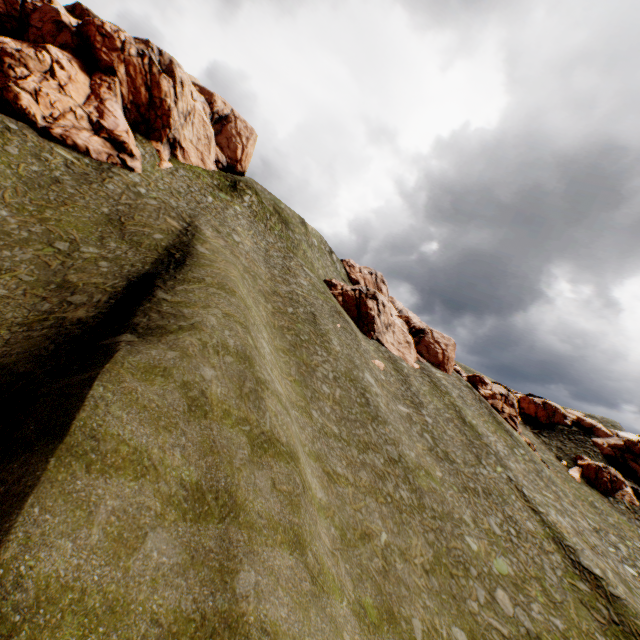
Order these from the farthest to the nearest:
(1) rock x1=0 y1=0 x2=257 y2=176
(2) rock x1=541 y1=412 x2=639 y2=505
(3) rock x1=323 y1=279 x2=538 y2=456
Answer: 1. (2) rock x1=541 y1=412 x2=639 y2=505
2. (3) rock x1=323 y1=279 x2=538 y2=456
3. (1) rock x1=0 y1=0 x2=257 y2=176

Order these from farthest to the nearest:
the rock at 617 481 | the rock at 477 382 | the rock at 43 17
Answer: the rock at 617 481
the rock at 477 382
the rock at 43 17

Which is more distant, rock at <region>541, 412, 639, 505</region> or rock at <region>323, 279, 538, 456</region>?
rock at <region>541, 412, 639, 505</region>

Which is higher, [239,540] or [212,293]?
[212,293]

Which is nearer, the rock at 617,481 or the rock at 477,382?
the rock at 477,382

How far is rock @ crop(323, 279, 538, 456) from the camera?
45.94m

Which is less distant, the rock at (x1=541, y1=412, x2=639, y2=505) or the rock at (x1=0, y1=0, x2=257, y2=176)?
the rock at (x1=0, y1=0, x2=257, y2=176)
